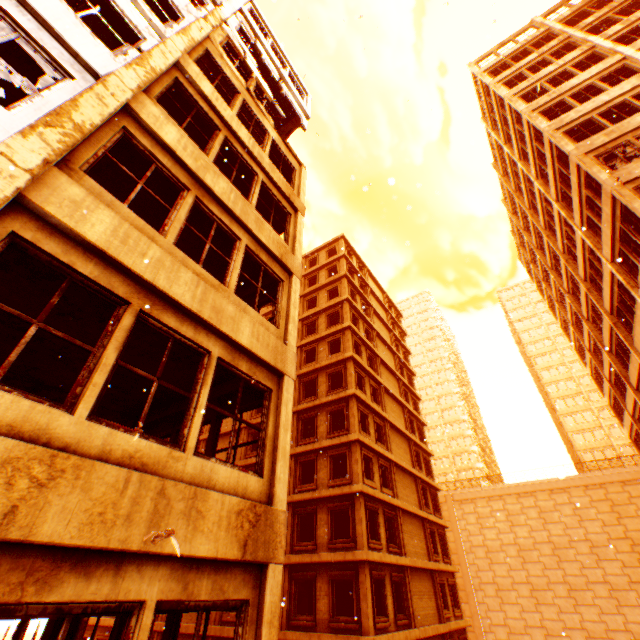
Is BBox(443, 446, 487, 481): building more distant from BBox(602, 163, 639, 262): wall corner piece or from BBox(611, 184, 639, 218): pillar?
BBox(611, 184, 639, 218): pillar

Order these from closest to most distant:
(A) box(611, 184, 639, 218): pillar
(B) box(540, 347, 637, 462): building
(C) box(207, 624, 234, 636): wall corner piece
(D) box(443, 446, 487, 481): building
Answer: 1. (A) box(611, 184, 639, 218): pillar
2. (C) box(207, 624, 234, 636): wall corner piece
3. (B) box(540, 347, 637, 462): building
4. (D) box(443, 446, 487, 481): building

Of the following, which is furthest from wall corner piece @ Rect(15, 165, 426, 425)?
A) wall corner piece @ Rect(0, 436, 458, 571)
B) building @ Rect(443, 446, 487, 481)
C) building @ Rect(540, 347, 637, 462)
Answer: building @ Rect(540, 347, 637, 462)

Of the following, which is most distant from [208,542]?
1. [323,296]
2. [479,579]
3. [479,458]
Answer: [479,458]

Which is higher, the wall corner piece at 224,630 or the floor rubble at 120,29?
the floor rubble at 120,29

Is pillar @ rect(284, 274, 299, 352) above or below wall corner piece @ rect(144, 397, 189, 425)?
above

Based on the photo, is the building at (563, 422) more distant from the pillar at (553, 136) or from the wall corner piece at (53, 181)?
the pillar at (553, 136)

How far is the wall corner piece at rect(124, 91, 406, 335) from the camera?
5.8 meters
